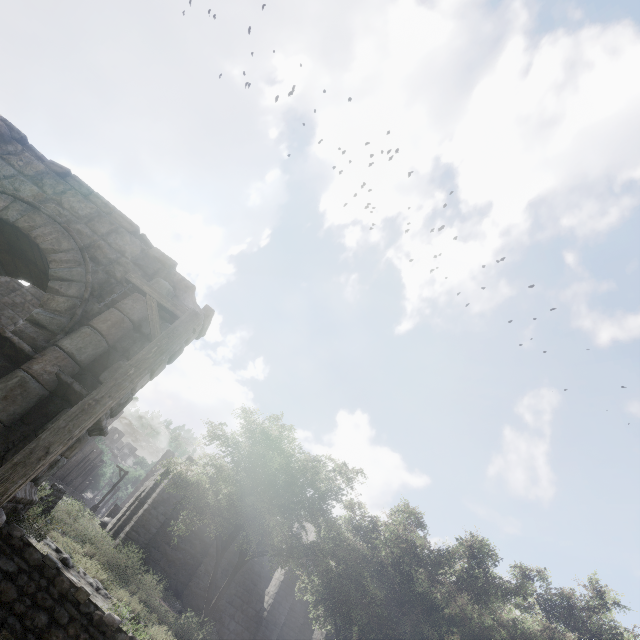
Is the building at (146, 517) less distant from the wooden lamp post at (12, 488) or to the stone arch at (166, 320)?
the stone arch at (166, 320)

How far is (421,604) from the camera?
10.61m

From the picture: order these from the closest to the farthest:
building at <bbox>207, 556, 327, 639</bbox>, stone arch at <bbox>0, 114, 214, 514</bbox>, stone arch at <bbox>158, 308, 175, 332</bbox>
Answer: stone arch at <bbox>0, 114, 214, 514</bbox> → stone arch at <bbox>158, 308, 175, 332</bbox> → building at <bbox>207, 556, 327, 639</bbox>

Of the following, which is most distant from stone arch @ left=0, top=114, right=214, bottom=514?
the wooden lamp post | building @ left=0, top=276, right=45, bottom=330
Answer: the wooden lamp post

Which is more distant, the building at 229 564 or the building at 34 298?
the building at 229 564

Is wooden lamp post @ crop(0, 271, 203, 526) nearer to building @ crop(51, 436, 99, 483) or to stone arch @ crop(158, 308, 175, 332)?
stone arch @ crop(158, 308, 175, 332)

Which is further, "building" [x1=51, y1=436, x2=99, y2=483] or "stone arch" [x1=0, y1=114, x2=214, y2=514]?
"building" [x1=51, y1=436, x2=99, y2=483]
